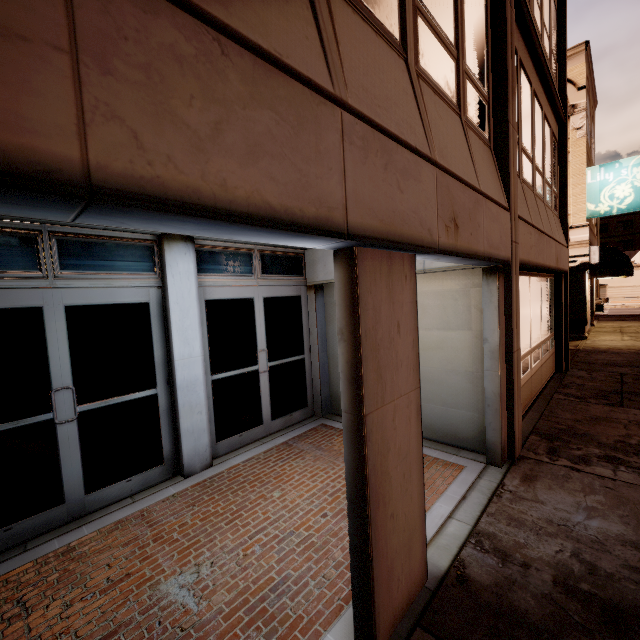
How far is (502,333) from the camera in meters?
4.8 m

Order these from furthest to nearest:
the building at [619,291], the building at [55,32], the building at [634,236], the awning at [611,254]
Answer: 1. the building at [634,236]
2. the building at [619,291]
3. the awning at [611,254]
4. the building at [55,32]

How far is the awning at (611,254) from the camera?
14.1 meters

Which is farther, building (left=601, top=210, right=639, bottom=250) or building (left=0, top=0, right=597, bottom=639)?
building (left=601, top=210, right=639, bottom=250)

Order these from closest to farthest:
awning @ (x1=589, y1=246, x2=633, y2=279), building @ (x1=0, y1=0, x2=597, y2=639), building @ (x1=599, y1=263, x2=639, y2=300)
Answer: building @ (x1=0, y1=0, x2=597, y2=639)
awning @ (x1=589, y1=246, x2=633, y2=279)
building @ (x1=599, y1=263, x2=639, y2=300)

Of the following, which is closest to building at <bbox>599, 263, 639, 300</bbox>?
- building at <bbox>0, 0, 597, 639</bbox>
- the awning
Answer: the awning

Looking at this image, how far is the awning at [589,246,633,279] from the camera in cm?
1415
